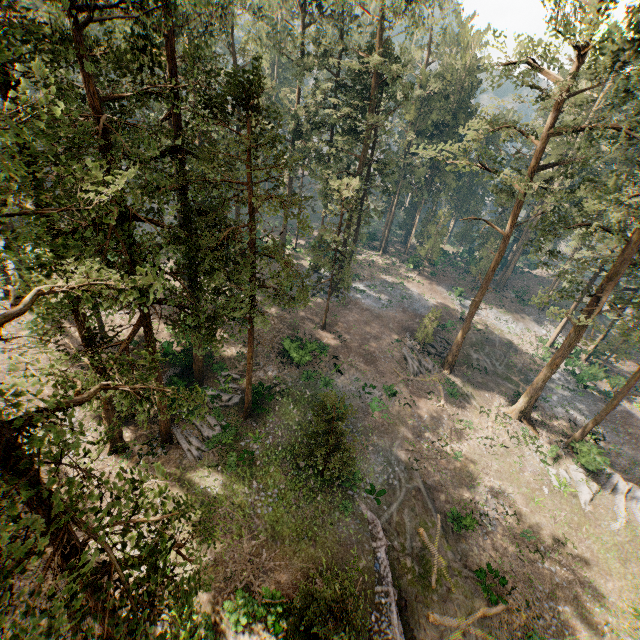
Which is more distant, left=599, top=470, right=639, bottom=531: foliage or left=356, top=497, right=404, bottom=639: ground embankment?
left=599, top=470, right=639, bottom=531: foliage

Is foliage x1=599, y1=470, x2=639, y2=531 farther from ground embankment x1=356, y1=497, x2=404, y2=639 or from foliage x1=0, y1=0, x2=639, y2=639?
ground embankment x1=356, y1=497, x2=404, y2=639

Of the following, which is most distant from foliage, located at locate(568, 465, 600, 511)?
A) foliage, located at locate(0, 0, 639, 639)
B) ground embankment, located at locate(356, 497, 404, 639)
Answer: ground embankment, located at locate(356, 497, 404, 639)

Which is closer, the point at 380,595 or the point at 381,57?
the point at 380,595

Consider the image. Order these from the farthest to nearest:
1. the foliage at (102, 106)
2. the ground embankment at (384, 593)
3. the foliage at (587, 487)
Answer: the foliage at (587, 487)
the ground embankment at (384, 593)
the foliage at (102, 106)

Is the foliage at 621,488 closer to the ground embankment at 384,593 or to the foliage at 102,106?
the foliage at 102,106

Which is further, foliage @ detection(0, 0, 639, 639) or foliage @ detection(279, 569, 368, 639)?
foliage @ detection(279, 569, 368, 639)
